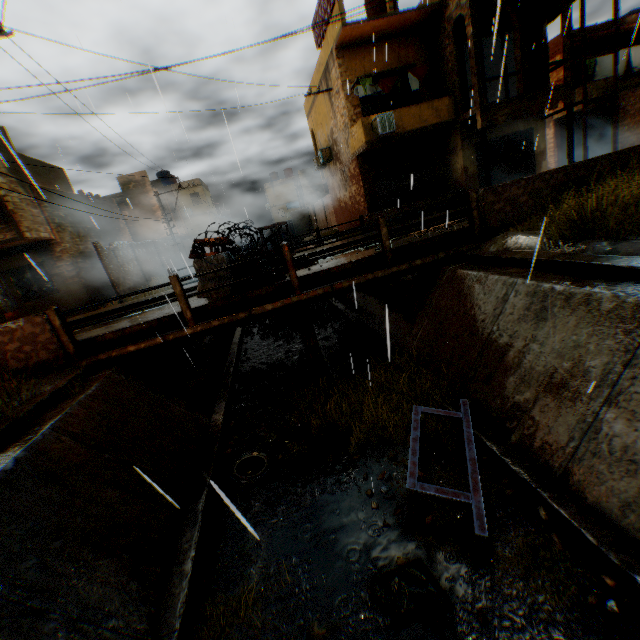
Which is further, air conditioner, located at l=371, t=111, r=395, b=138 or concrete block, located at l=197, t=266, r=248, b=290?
air conditioner, located at l=371, t=111, r=395, b=138

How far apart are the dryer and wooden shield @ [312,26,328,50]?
2.2m

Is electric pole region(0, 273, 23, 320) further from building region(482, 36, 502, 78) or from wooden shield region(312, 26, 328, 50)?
wooden shield region(312, 26, 328, 50)

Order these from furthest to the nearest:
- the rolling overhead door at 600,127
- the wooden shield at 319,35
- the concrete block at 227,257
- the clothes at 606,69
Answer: the rolling overhead door at 600,127
the clothes at 606,69
the wooden shield at 319,35
the concrete block at 227,257

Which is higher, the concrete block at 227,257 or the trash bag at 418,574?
the concrete block at 227,257

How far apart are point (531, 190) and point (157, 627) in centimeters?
1076cm

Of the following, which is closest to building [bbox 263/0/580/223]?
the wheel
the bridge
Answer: the bridge

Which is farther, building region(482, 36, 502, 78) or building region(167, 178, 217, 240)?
building region(167, 178, 217, 240)
